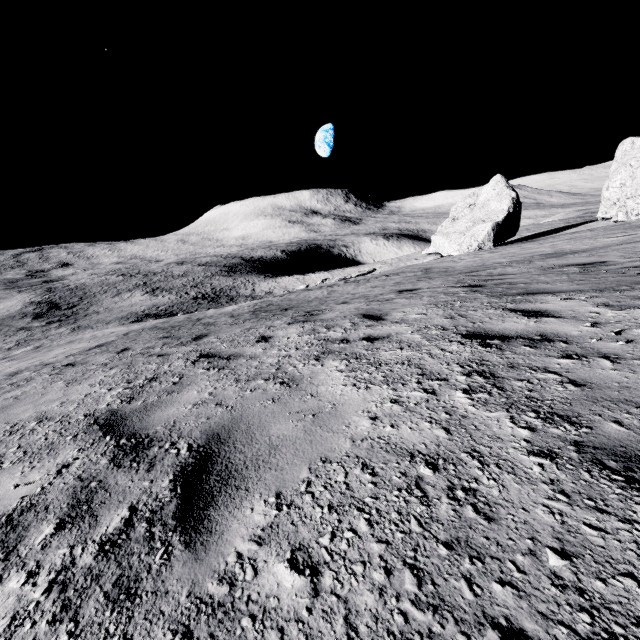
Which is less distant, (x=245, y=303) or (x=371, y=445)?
(x=371, y=445)

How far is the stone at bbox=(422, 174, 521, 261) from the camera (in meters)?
24.05

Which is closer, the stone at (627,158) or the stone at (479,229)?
the stone at (627,158)

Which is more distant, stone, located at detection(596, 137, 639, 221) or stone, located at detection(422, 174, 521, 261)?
stone, located at detection(422, 174, 521, 261)

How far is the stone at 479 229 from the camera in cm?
2405
